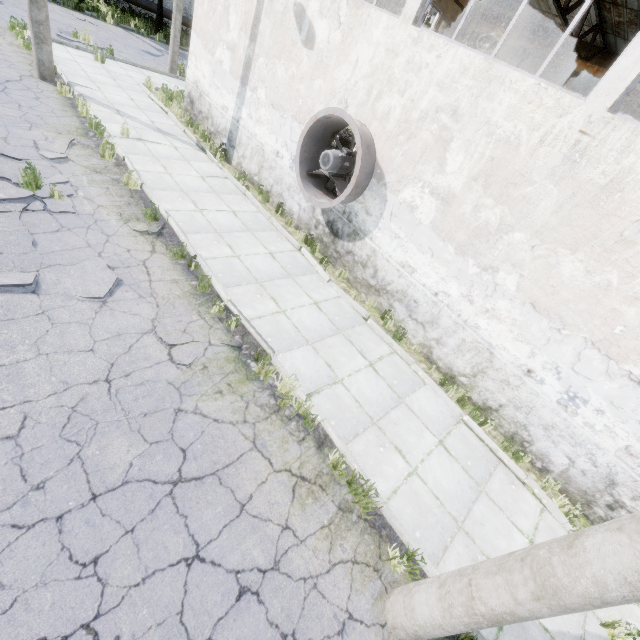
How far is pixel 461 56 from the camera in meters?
6.0 m

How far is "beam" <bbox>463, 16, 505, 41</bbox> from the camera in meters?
17.6

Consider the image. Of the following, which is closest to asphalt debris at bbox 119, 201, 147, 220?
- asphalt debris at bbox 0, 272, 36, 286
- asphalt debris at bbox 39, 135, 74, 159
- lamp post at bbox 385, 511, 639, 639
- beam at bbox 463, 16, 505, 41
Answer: asphalt debris at bbox 39, 135, 74, 159

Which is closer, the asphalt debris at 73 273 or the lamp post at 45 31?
the asphalt debris at 73 273

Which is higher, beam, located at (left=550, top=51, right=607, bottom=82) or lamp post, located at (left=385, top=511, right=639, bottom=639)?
beam, located at (left=550, top=51, right=607, bottom=82)

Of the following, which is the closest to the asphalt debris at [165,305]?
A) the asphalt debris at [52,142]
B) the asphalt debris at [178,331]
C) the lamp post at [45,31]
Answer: the asphalt debris at [178,331]

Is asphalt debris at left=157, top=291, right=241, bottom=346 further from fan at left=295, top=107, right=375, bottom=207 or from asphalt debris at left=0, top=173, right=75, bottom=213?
fan at left=295, top=107, right=375, bottom=207

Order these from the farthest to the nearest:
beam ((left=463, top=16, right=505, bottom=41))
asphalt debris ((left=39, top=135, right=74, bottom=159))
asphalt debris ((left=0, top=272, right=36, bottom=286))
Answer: beam ((left=463, top=16, right=505, bottom=41)) → asphalt debris ((left=39, top=135, right=74, bottom=159)) → asphalt debris ((left=0, top=272, right=36, bottom=286))
